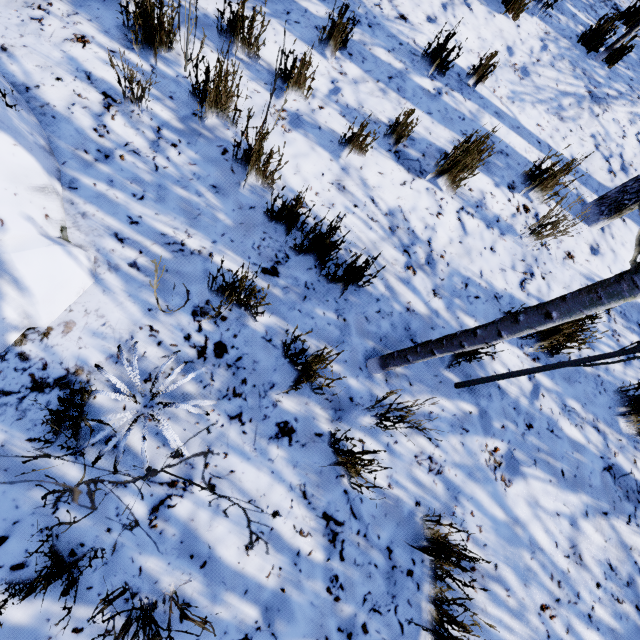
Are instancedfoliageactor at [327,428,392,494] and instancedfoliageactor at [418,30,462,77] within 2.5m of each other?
no

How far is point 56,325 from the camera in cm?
163

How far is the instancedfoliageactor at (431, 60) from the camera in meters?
3.0 m

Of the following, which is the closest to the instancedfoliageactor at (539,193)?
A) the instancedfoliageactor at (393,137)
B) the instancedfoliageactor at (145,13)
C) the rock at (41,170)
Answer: the instancedfoliageactor at (393,137)

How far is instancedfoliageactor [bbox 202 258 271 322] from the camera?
1.63m

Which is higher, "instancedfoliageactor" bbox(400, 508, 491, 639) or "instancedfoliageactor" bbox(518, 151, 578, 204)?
"instancedfoliageactor" bbox(518, 151, 578, 204)

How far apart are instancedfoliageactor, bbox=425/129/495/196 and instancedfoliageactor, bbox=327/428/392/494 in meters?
2.3

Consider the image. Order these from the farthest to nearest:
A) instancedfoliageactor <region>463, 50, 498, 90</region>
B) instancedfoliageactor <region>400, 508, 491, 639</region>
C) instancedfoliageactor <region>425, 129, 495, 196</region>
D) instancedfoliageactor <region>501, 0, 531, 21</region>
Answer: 1. instancedfoliageactor <region>501, 0, 531, 21</region>
2. instancedfoliageactor <region>463, 50, 498, 90</region>
3. instancedfoliageactor <region>425, 129, 495, 196</region>
4. instancedfoliageactor <region>400, 508, 491, 639</region>
